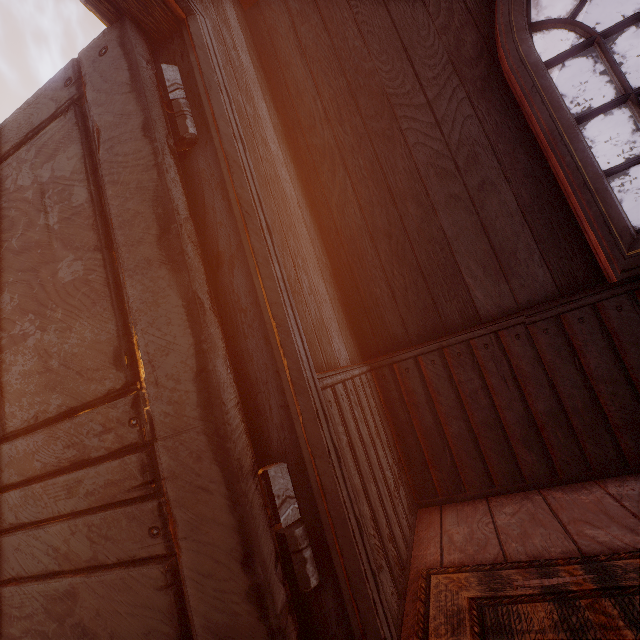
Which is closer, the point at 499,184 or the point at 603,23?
the point at 499,184
